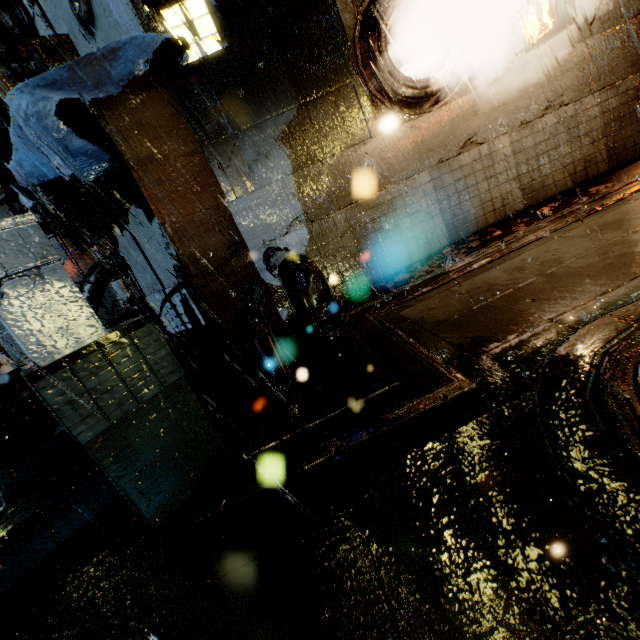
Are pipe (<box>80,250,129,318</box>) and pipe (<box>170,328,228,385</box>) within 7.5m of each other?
no

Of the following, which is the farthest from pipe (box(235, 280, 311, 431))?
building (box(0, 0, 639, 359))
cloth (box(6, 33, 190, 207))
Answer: cloth (box(6, 33, 190, 207))

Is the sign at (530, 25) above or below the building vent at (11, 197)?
below

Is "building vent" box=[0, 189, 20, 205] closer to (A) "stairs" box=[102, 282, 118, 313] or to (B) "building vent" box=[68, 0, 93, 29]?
(B) "building vent" box=[68, 0, 93, 29]

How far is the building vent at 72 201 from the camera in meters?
9.0

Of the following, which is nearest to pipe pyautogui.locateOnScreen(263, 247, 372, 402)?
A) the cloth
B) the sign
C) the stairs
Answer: the cloth

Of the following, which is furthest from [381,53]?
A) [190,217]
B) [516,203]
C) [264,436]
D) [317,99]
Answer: A: [264,436]

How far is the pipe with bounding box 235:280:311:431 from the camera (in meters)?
3.36
